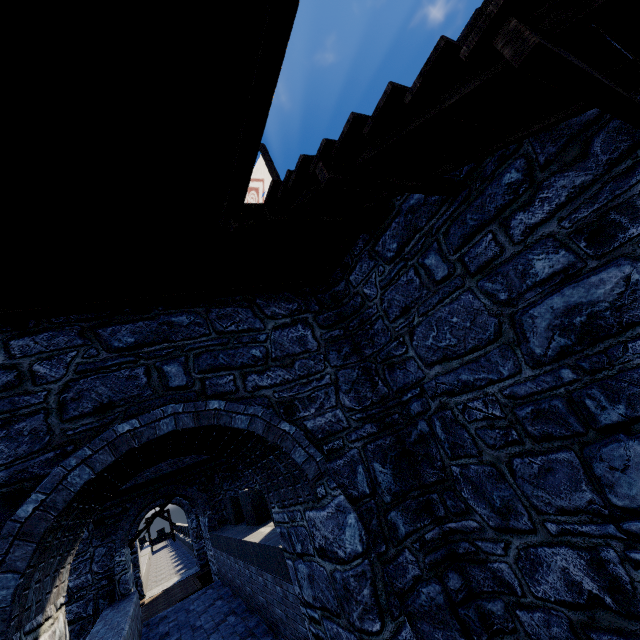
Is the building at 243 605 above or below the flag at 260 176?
below

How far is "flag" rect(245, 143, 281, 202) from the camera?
9.1 meters

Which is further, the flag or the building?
the flag

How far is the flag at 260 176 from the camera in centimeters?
914cm

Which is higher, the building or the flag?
the flag

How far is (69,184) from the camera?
2.6 meters
